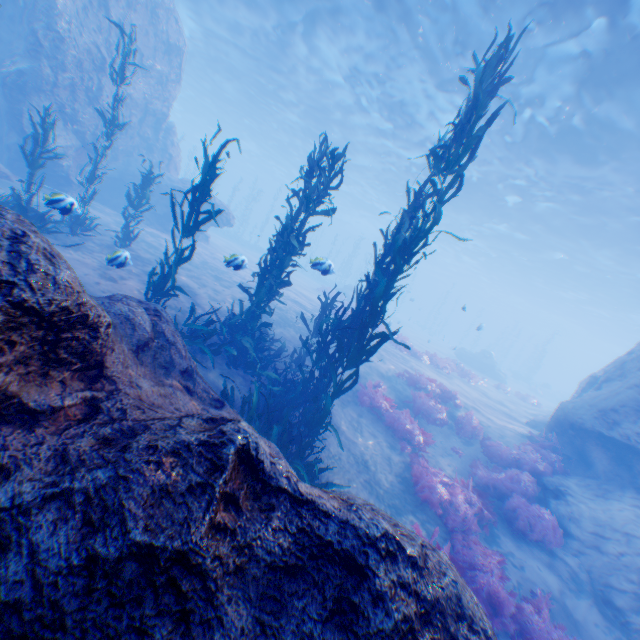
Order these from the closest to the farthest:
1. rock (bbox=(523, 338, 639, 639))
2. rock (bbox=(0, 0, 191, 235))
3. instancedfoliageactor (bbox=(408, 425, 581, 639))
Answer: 1. instancedfoliageactor (bbox=(408, 425, 581, 639))
2. rock (bbox=(523, 338, 639, 639))
3. rock (bbox=(0, 0, 191, 235))

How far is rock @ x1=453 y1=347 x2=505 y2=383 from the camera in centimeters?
3048cm

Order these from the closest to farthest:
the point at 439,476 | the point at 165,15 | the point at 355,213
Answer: the point at 439,476, the point at 165,15, the point at 355,213

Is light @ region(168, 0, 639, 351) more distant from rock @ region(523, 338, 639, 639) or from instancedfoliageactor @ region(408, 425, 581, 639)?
instancedfoliageactor @ region(408, 425, 581, 639)

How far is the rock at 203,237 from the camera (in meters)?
19.45

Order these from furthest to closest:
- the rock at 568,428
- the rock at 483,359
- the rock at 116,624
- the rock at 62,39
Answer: the rock at 483,359 < the rock at 62,39 < the rock at 568,428 < the rock at 116,624
